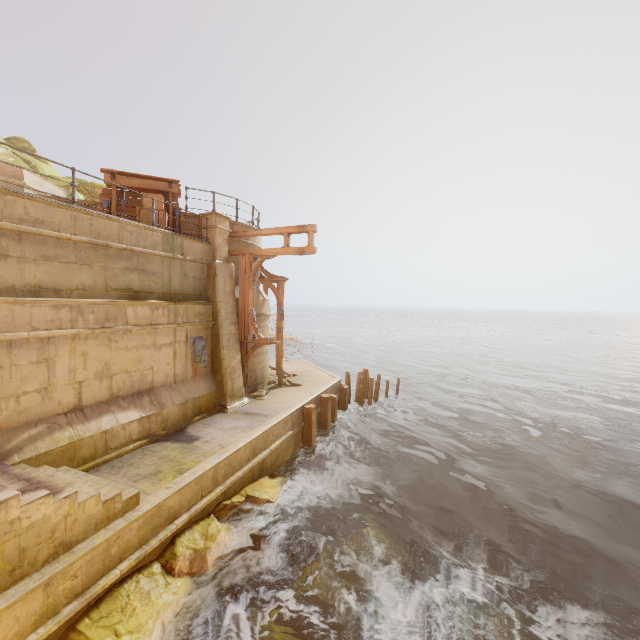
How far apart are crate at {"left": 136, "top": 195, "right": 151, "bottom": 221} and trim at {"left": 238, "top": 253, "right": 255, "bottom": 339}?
2.6m

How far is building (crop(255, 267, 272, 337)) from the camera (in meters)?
13.53

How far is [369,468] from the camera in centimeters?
1228cm

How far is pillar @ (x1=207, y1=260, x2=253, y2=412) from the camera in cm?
1134

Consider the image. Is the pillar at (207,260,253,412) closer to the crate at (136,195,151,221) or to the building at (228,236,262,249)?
the building at (228,236,262,249)

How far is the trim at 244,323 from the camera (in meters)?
12.26

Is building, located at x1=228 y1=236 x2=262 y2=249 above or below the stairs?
above

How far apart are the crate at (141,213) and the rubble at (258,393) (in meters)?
6.52
